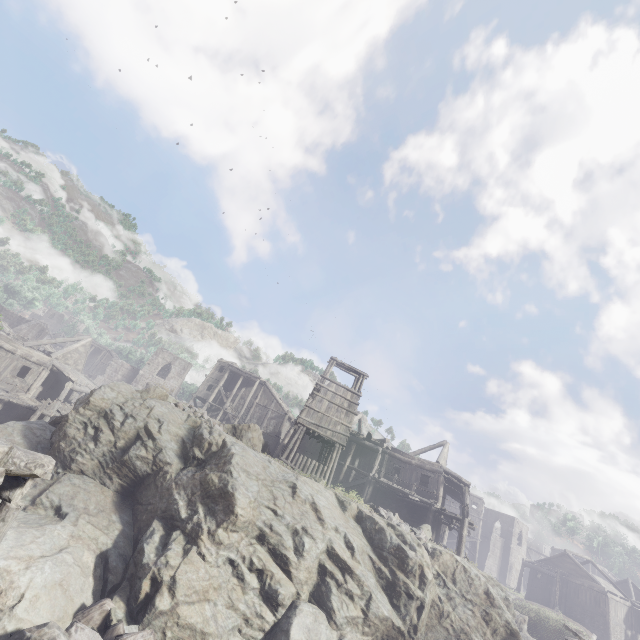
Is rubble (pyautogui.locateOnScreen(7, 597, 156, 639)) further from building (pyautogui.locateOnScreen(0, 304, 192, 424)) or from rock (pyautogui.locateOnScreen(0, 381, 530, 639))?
building (pyautogui.locateOnScreen(0, 304, 192, 424))

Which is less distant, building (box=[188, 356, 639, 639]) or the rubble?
the rubble

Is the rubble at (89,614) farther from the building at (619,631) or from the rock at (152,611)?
the building at (619,631)

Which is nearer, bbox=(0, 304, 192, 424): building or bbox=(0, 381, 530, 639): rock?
bbox=(0, 381, 530, 639): rock

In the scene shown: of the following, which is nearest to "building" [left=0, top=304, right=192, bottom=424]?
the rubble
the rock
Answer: the rock

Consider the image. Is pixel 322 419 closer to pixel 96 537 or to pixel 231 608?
pixel 231 608
